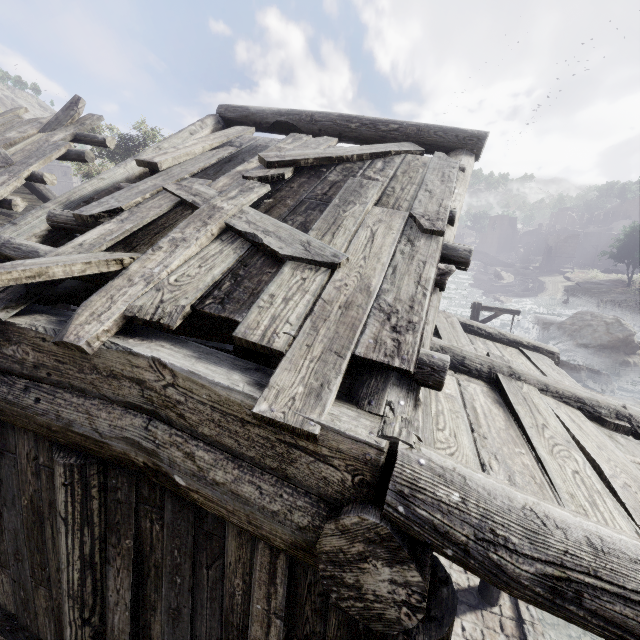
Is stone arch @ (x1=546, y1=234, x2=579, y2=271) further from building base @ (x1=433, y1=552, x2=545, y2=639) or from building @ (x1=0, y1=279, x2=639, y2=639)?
building base @ (x1=433, y1=552, x2=545, y2=639)

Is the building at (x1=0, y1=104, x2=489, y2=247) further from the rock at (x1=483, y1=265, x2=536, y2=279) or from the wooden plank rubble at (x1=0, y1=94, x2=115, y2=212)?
the rock at (x1=483, y1=265, x2=536, y2=279)

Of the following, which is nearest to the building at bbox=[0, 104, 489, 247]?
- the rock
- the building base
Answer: the building base

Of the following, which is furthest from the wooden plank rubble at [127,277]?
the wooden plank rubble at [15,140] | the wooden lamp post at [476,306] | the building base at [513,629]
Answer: the wooden lamp post at [476,306]

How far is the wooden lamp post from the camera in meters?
11.2 m

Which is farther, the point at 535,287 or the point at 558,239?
the point at 558,239

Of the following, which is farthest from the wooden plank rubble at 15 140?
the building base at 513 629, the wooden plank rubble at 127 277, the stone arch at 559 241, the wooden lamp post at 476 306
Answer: the stone arch at 559 241

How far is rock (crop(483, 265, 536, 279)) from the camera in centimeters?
5538cm
